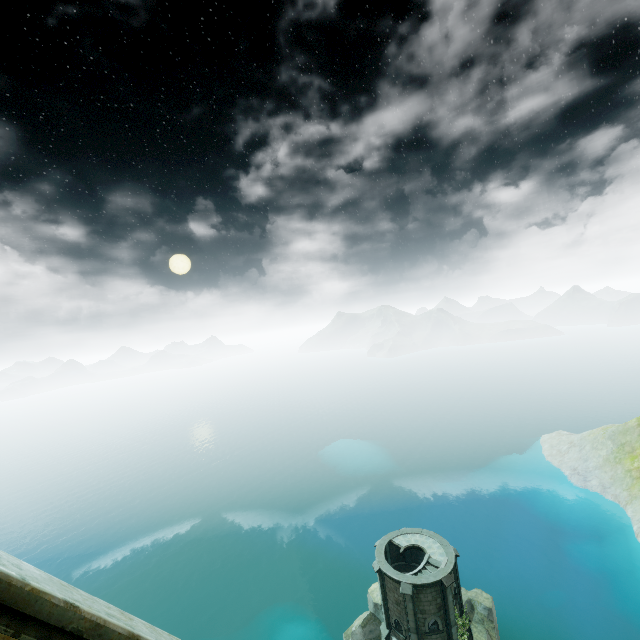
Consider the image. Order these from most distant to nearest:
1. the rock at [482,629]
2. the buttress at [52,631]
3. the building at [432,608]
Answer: the rock at [482,629] → the building at [432,608] → the buttress at [52,631]

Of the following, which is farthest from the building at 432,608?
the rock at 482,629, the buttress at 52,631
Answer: the buttress at 52,631

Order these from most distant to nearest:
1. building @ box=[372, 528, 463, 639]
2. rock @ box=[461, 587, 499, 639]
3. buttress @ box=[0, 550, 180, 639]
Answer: rock @ box=[461, 587, 499, 639] → building @ box=[372, 528, 463, 639] → buttress @ box=[0, 550, 180, 639]

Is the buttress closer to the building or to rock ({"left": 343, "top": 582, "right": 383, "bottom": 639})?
the building

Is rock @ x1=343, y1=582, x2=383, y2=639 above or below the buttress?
below

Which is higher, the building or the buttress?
the buttress

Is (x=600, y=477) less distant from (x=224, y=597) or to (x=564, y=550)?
(x=564, y=550)

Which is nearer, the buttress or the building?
the buttress
